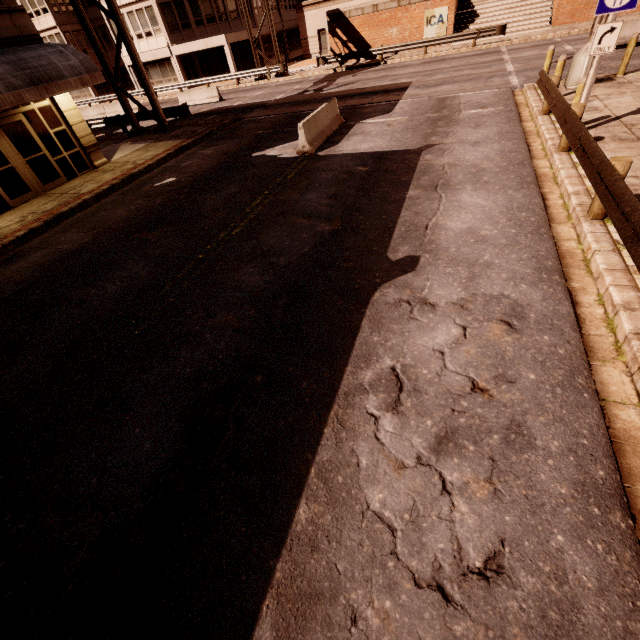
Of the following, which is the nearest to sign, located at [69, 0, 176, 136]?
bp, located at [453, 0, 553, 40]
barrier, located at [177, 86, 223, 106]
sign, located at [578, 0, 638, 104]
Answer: barrier, located at [177, 86, 223, 106]

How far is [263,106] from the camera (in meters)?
20.81

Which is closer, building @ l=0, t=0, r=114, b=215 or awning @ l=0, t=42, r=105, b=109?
awning @ l=0, t=42, r=105, b=109

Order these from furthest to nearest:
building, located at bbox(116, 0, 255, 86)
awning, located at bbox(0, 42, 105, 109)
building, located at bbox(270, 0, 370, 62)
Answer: building, located at bbox(270, 0, 370, 62)
building, located at bbox(116, 0, 255, 86)
awning, located at bbox(0, 42, 105, 109)

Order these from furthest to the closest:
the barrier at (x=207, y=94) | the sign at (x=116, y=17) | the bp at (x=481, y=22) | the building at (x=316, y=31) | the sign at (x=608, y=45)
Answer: the building at (x=316, y=31), the barrier at (x=207, y=94), the bp at (x=481, y=22), the sign at (x=116, y=17), the sign at (x=608, y=45)

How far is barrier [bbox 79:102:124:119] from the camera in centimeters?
2902cm

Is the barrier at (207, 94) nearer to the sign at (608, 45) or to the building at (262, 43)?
the building at (262, 43)

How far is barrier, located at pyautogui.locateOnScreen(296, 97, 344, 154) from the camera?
11.4m
